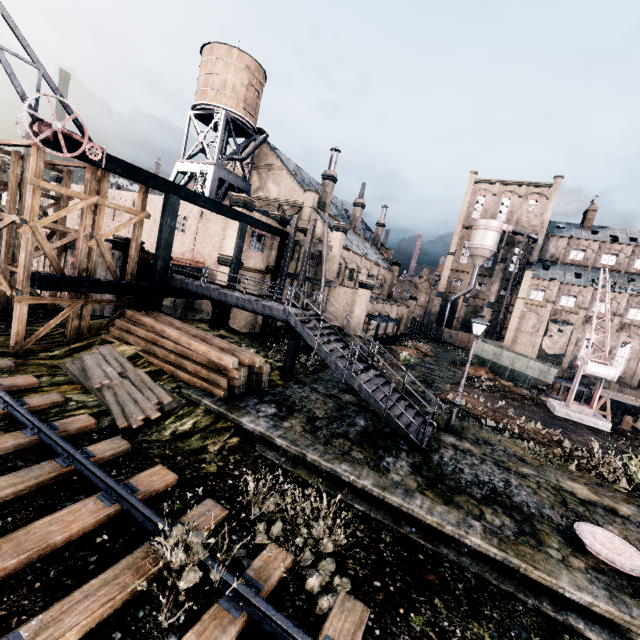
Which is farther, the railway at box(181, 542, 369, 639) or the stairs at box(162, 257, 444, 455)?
the stairs at box(162, 257, 444, 455)

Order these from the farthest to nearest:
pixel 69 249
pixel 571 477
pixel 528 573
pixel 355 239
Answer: pixel 355 239 < pixel 69 249 < pixel 571 477 < pixel 528 573

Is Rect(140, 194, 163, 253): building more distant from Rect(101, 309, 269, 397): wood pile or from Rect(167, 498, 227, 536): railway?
Rect(101, 309, 269, 397): wood pile

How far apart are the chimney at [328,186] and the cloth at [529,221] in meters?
39.5 m

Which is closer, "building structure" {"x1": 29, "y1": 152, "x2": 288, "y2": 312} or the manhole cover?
the manhole cover

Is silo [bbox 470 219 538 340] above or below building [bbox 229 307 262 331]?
above

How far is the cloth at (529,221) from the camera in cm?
5888

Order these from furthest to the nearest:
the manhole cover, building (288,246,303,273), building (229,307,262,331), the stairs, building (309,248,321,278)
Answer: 1. building (309,248,321,278)
2. building (288,246,303,273)
3. building (229,307,262,331)
4. the stairs
5. the manhole cover
